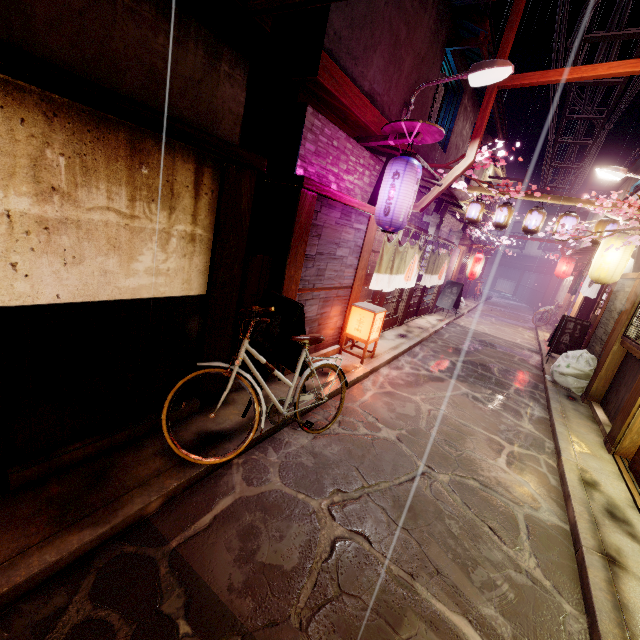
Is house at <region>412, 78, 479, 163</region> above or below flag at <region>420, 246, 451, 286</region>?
above

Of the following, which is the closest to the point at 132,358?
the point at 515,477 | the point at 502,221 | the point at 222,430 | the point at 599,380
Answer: the point at 222,430

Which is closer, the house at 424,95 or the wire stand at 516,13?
the wire stand at 516,13

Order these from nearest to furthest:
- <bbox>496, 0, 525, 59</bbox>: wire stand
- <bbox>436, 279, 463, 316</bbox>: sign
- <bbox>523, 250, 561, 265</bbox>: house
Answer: <bbox>496, 0, 525, 59</bbox>: wire stand, <bbox>436, 279, 463, 316</bbox>: sign, <bbox>523, 250, 561, 265</bbox>: house

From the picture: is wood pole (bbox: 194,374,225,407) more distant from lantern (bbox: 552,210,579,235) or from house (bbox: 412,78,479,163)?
lantern (bbox: 552,210,579,235)

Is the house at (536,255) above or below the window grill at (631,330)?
above

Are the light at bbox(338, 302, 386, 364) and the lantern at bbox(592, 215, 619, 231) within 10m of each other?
no

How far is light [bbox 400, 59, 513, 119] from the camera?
9.4m
